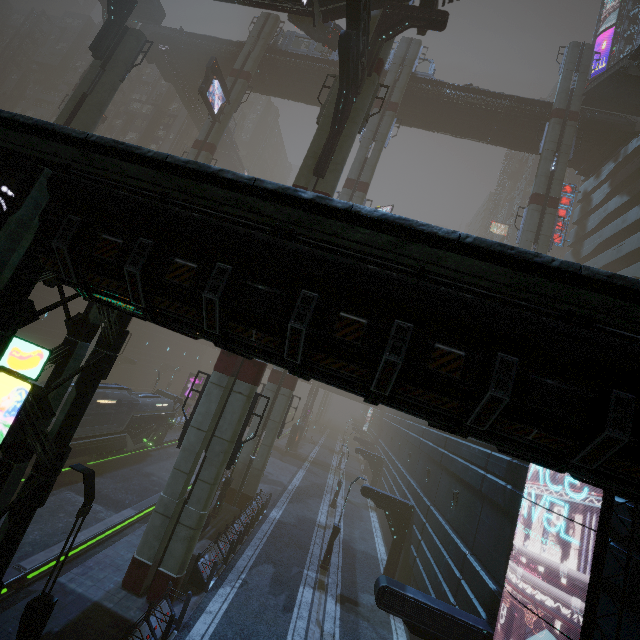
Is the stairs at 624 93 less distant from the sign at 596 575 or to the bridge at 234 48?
the bridge at 234 48

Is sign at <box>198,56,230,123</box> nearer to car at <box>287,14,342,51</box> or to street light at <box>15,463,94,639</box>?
car at <box>287,14,342,51</box>

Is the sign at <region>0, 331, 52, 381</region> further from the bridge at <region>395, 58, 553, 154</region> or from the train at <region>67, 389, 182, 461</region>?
the bridge at <region>395, 58, 553, 154</region>

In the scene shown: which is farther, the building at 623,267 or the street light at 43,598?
the building at 623,267

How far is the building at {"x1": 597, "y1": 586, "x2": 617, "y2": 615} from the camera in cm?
678

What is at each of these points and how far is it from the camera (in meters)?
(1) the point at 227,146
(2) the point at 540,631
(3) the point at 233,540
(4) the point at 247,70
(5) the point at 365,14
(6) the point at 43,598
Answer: (1) bridge, 52.50
(2) building, 8.40
(3) building, 16.59
(4) sm, 32.66
(5) building structure, 14.22
(6) street light, 8.36

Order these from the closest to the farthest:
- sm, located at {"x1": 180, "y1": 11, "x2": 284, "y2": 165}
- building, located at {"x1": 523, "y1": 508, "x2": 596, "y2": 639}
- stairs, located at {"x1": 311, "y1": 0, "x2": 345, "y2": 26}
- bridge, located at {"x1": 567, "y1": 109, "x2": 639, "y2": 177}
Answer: building, located at {"x1": 523, "y1": 508, "x2": 596, "y2": 639}, stairs, located at {"x1": 311, "y1": 0, "x2": 345, "y2": 26}, bridge, located at {"x1": 567, "y1": 109, "x2": 639, "y2": 177}, sm, located at {"x1": 180, "y1": 11, "x2": 284, "y2": 165}

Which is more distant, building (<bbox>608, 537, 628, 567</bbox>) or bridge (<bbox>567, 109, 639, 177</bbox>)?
bridge (<bbox>567, 109, 639, 177</bbox>)
